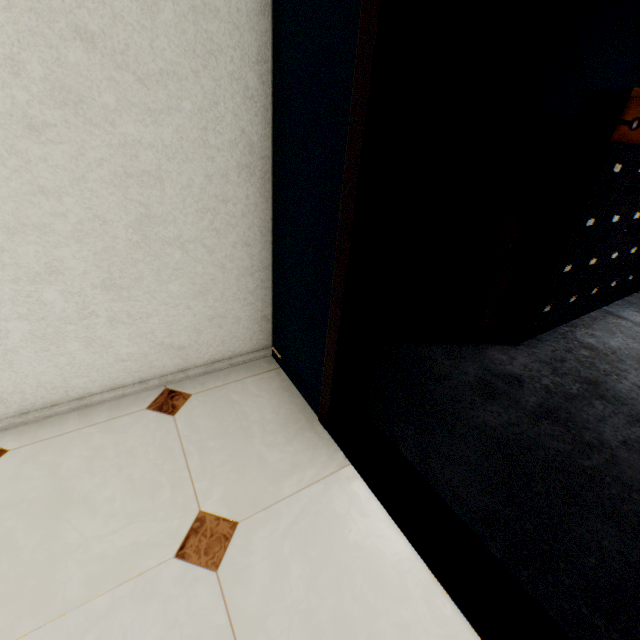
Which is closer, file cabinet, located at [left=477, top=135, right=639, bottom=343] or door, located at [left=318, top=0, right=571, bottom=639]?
door, located at [left=318, top=0, right=571, bottom=639]

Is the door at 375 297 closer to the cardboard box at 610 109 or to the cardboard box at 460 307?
the cardboard box at 460 307

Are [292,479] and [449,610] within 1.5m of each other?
yes

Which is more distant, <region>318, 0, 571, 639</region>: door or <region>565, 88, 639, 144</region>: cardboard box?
<region>565, 88, 639, 144</region>: cardboard box

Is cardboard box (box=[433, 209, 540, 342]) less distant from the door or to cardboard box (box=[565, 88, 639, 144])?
cardboard box (box=[565, 88, 639, 144])

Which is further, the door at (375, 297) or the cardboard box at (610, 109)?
the cardboard box at (610, 109)

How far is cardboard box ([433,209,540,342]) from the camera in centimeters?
203cm

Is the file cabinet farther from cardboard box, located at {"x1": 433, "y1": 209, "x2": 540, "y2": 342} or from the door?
the door
